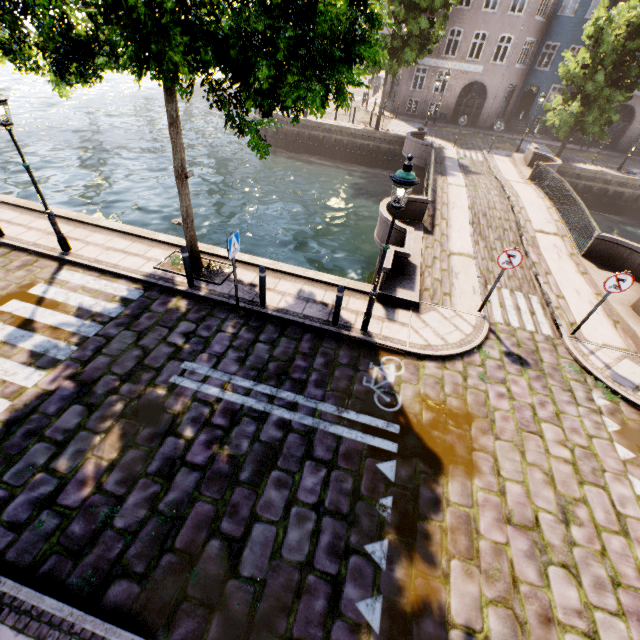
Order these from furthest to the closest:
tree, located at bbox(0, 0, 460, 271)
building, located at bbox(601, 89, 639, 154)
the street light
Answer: building, located at bbox(601, 89, 639, 154) → the street light → tree, located at bbox(0, 0, 460, 271)

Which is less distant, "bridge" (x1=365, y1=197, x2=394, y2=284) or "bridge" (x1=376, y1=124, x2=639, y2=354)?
→ "bridge" (x1=376, y1=124, x2=639, y2=354)

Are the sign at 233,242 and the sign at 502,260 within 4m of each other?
no

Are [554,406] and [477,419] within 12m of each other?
yes

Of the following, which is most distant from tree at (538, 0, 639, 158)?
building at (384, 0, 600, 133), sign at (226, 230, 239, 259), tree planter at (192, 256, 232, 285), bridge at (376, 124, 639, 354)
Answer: building at (384, 0, 600, 133)

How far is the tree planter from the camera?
8.5m

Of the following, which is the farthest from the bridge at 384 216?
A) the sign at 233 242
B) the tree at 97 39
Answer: the sign at 233 242

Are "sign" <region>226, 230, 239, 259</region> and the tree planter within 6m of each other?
yes
